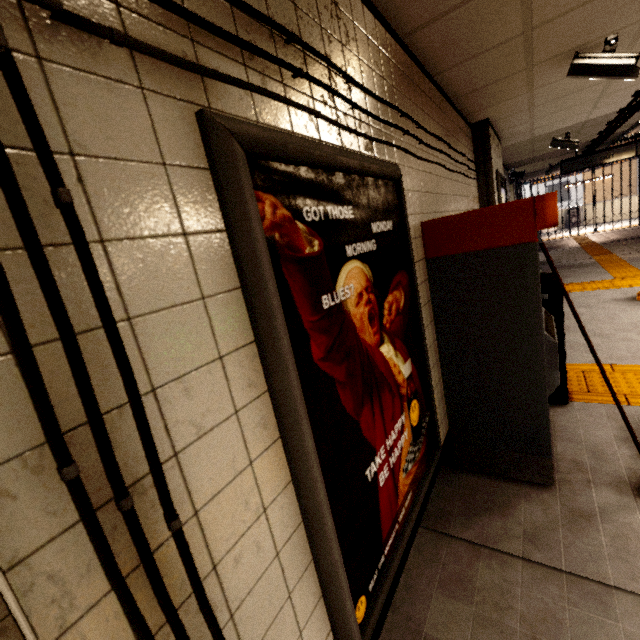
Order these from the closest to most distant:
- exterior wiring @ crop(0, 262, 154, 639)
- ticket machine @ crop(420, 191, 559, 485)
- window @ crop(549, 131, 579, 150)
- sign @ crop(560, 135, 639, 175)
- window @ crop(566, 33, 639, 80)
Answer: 1. exterior wiring @ crop(0, 262, 154, 639)
2. ticket machine @ crop(420, 191, 559, 485)
3. window @ crop(566, 33, 639, 80)
4. window @ crop(549, 131, 579, 150)
5. sign @ crop(560, 135, 639, 175)

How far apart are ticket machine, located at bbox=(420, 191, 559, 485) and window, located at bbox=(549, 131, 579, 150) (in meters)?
5.17

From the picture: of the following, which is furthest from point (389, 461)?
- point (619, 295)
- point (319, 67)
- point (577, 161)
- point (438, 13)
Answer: point (577, 161)

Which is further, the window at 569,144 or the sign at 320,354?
the window at 569,144

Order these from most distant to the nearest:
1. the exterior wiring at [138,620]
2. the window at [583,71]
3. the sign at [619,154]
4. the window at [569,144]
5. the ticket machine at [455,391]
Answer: the sign at [619,154]
the window at [569,144]
the window at [583,71]
the ticket machine at [455,391]
the exterior wiring at [138,620]

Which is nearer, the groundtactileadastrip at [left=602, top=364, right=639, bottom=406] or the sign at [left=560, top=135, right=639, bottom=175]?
the groundtactileadastrip at [left=602, top=364, right=639, bottom=406]

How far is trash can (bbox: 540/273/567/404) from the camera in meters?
2.8

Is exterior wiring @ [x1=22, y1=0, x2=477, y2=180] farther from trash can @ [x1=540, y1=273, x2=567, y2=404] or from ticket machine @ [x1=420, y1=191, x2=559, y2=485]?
trash can @ [x1=540, y1=273, x2=567, y2=404]
